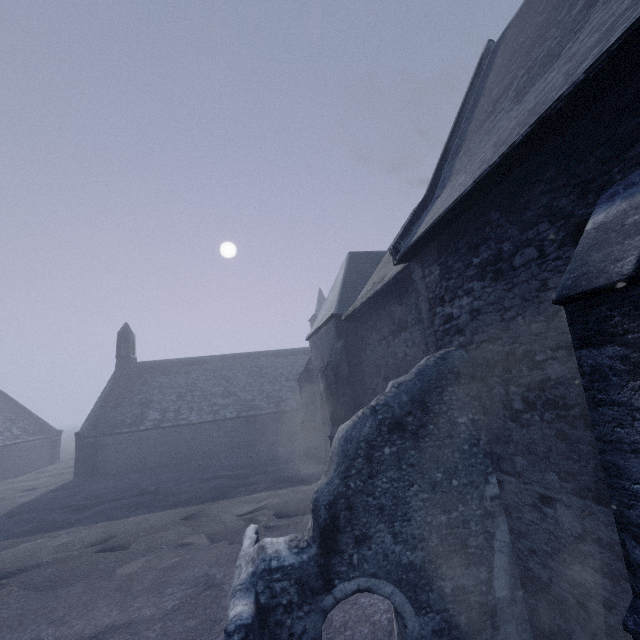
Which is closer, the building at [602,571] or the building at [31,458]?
the building at [602,571]

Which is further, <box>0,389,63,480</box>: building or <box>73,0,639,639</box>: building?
<box>0,389,63,480</box>: building

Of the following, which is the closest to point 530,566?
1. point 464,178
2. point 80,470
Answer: point 464,178
